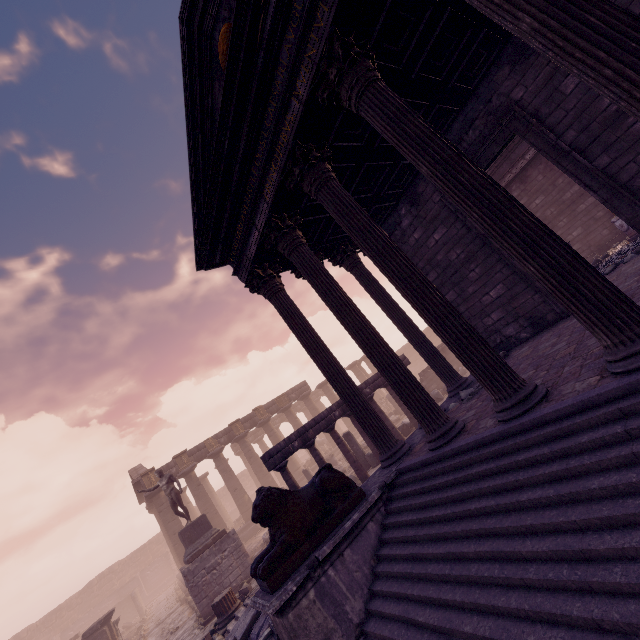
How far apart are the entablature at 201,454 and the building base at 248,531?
5.29m

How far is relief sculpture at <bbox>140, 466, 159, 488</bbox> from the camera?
21.30m

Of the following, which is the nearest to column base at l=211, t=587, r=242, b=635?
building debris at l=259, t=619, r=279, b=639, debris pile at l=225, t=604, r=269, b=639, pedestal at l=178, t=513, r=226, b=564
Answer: debris pile at l=225, t=604, r=269, b=639

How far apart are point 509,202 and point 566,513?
3.0 meters

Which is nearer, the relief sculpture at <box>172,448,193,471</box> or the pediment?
the pediment

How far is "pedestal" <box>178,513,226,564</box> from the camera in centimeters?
1330cm

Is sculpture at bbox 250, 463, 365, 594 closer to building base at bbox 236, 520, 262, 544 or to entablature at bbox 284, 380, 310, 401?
building base at bbox 236, 520, 262, 544

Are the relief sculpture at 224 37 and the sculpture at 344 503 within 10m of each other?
yes
